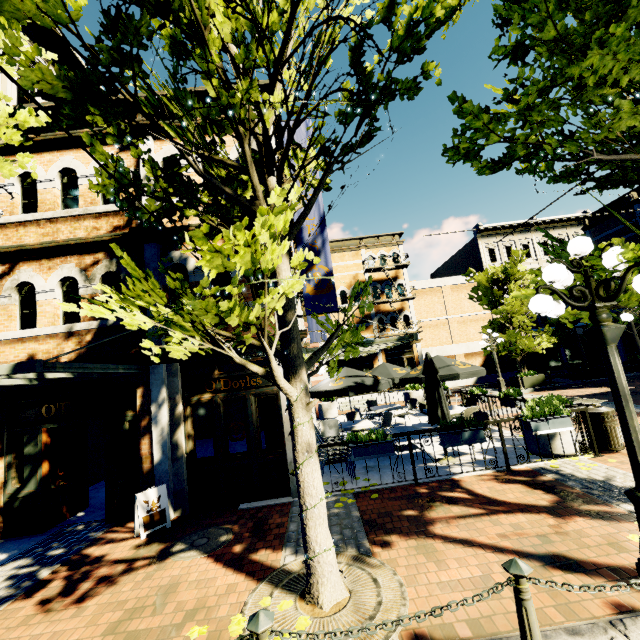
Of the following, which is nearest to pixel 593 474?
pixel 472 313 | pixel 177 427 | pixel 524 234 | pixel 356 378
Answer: pixel 356 378

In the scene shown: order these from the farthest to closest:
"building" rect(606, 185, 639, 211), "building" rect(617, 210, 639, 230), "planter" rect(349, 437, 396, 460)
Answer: "building" rect(606, 185, 639, 211) → "building" rect(617, 210, 639, 230) → "planter" rect(349, 437, 396, 460)

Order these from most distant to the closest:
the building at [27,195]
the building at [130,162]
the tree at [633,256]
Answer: the building at [130,162]
the building at [27,195]
the tree at [633,256]

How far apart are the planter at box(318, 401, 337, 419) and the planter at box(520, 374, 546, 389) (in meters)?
10.89

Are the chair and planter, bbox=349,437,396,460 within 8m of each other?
yes

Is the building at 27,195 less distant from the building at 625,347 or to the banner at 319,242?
the banner at 319,242

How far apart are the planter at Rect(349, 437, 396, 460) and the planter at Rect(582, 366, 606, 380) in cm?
1821

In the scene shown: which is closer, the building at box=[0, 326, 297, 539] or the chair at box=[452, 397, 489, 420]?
the building at box=[0, 326, 297, 539]
